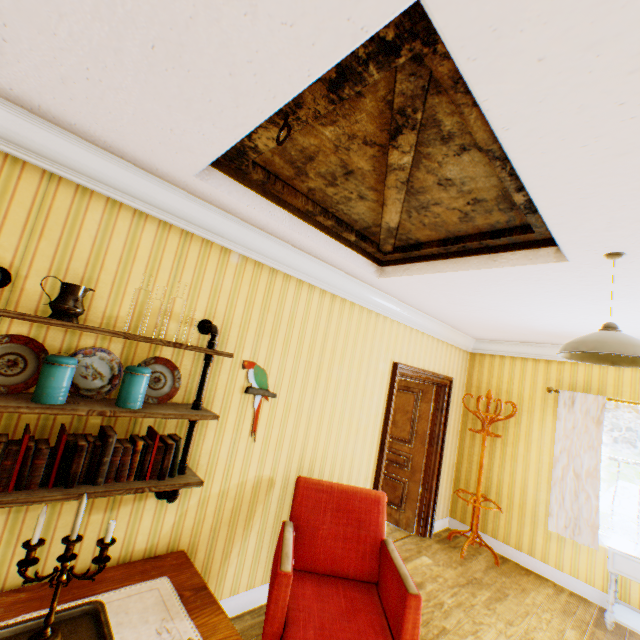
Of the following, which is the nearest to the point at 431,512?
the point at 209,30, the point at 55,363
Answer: the point at 55,363

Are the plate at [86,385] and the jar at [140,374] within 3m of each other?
yes

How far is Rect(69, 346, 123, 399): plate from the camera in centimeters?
191cm

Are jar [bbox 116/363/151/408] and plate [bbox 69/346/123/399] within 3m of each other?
yes

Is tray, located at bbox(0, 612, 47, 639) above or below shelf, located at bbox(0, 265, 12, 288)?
below

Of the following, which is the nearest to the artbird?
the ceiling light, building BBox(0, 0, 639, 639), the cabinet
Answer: building BBox(0, 0, 639, 639)

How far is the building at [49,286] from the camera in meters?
1.8

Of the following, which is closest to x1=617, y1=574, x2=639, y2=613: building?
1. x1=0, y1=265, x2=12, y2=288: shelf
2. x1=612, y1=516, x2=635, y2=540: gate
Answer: x1=0, y1=265, x2=12, y2=288: shelf
